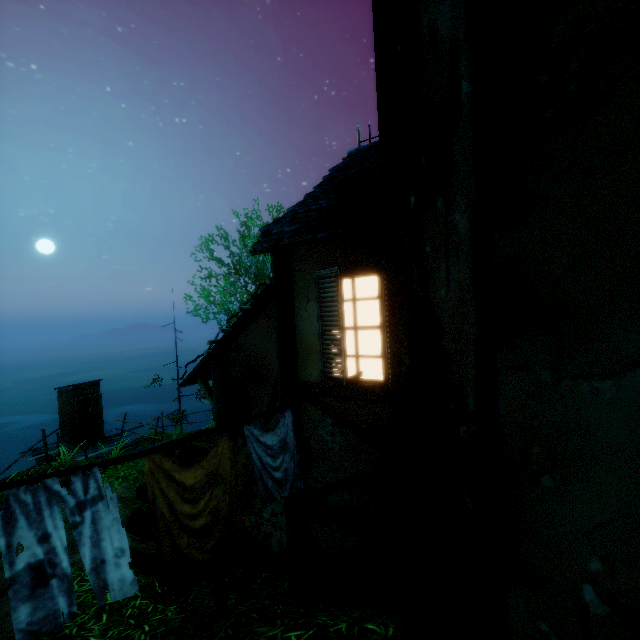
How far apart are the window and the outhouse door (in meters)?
14.43

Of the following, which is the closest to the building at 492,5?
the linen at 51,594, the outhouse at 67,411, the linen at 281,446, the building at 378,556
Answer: the building at 378,556

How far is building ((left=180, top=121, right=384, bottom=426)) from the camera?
3.3 meters

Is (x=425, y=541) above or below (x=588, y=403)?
below

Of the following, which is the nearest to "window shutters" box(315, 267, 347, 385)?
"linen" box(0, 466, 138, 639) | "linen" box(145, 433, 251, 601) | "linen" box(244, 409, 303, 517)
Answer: "linen" box(244, 409, 303, 517)

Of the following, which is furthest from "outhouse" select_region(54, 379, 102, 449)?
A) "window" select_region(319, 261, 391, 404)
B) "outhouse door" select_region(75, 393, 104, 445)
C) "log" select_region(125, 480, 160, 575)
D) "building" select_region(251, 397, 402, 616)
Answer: "window" select_region(319, 261, 391, 404)

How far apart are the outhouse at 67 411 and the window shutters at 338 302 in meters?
14.4

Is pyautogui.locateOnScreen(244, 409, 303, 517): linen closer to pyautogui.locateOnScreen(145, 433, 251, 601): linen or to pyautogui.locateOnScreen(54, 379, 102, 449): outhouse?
pyautogui.locateOnScreen(145, 433, 251, 601): linen
